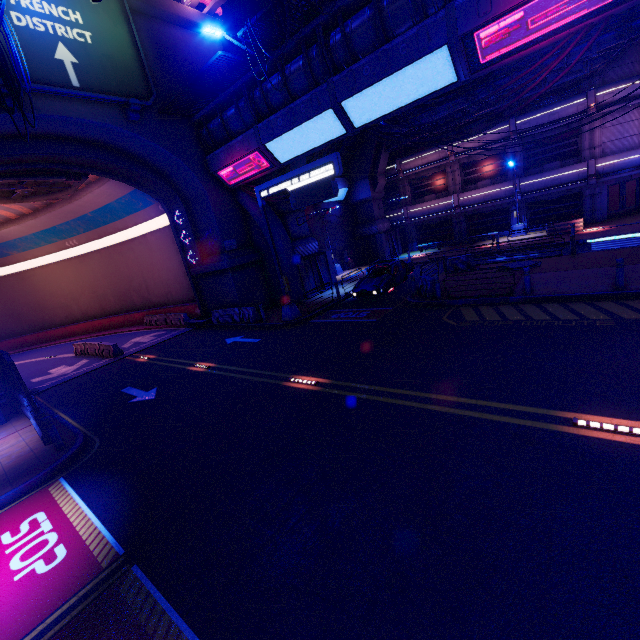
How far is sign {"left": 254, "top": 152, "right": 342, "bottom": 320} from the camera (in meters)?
13.74

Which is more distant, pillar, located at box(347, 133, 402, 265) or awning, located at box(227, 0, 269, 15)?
pillar, located at box(347, 133, 402, 265)

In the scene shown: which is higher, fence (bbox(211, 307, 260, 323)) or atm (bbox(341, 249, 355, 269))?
atm (bbox(341, 249, 355, 269))

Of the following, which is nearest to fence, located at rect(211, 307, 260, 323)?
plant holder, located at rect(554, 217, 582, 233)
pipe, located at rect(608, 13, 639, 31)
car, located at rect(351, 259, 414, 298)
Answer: car, located at rect(351, 259, 414, 298)

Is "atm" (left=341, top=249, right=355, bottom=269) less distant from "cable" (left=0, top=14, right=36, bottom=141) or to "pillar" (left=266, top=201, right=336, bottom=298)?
"pillar" (left=266, top=201, right=336, bottom=298)

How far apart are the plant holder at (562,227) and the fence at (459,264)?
9.7 meters

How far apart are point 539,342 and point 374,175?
26.5m

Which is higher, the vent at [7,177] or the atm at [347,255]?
the vent at [7,177]
